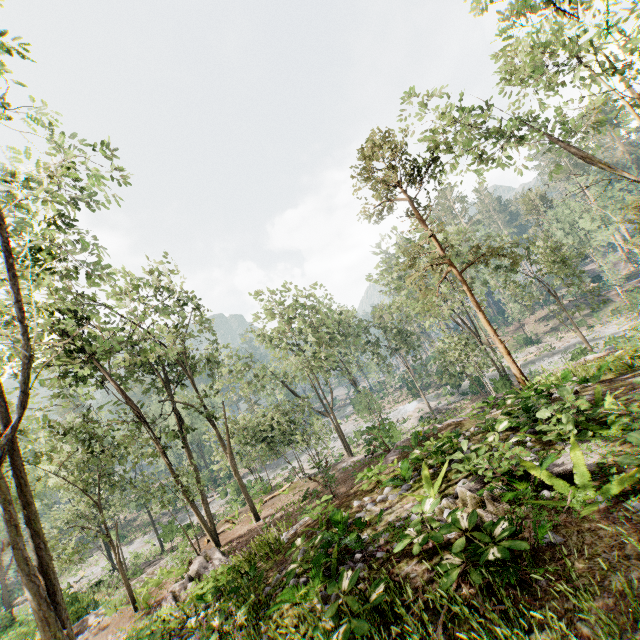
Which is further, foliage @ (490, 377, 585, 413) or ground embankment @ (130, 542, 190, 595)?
ground embankment @ (130, 542, 190, 595)

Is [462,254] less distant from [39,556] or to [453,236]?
[453,236]

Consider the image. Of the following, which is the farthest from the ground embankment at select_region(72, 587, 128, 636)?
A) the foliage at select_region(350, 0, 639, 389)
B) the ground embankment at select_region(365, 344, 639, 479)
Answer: the ground embankment at select_region(365, 344, 639, 479)

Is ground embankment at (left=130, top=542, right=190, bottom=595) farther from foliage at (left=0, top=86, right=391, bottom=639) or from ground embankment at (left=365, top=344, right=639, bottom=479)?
ground embankment at (left=365, top=344, right=639, bottom=479)

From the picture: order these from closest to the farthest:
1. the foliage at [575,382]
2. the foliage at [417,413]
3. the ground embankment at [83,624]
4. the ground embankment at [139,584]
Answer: the foliage at [575,382], the ground embankment at [83,624], the ground embankment at [139,584], the foliage at [417,413]

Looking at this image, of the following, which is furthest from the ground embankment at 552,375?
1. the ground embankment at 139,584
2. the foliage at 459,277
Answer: the ground embankment at 139,584
